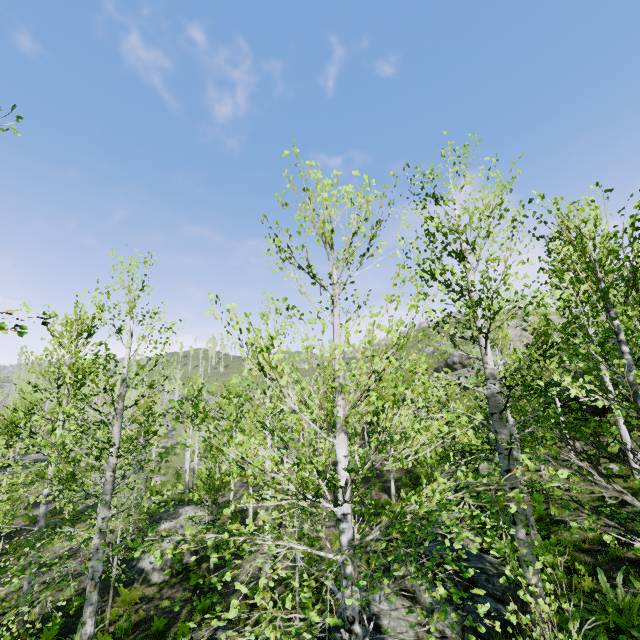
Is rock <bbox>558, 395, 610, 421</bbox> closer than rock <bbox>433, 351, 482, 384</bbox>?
Yes

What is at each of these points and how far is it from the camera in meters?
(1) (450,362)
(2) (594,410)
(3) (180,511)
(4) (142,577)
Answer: (1) rock, 42.3
(2) rock, 17.1
(3) rock, 21.0
(4) rock, 15.1

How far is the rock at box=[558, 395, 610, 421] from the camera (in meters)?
16.67

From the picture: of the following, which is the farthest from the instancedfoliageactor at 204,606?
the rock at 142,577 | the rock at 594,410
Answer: the rock at 594,410

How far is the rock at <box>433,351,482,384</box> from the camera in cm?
3734

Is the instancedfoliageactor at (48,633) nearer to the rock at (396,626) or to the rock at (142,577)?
the rock at (396,626)

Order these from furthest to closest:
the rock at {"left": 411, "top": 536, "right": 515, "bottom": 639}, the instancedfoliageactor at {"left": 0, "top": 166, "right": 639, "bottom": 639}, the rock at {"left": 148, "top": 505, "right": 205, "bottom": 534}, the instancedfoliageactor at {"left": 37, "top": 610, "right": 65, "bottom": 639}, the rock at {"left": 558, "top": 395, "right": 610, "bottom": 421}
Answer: the rock at {"left": 148, "top": 505, "right": 205, "bottom": 534}, the rock at {"left": 558, "top": 395, "right": 610, "bottom": 421}, the rock at {"left": 411, "top": 536, "right": 515, "bottom": 639}, the instancedfoliageactor at {"left": 37, "top": 610, "right": 65, "bottom": 639}, the instancedfoliageactor at {"left": 0, "top": 166, "right": 639, "bottom": 639}

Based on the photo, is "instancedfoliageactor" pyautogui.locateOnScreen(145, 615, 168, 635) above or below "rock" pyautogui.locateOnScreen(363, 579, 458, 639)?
below
